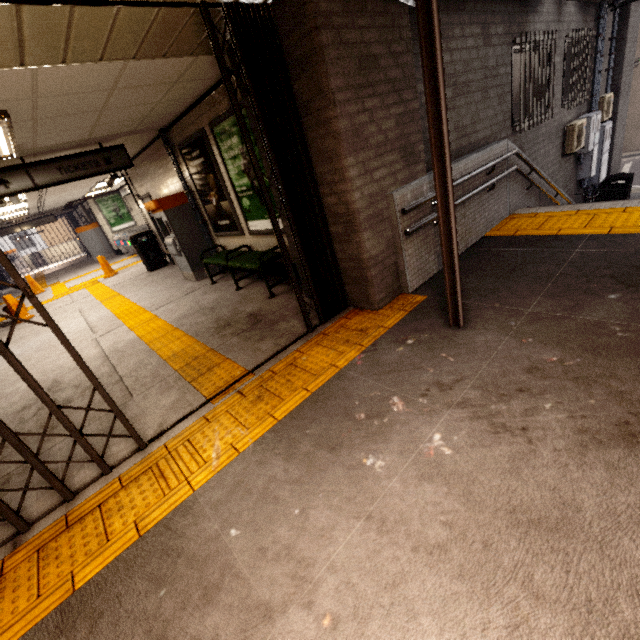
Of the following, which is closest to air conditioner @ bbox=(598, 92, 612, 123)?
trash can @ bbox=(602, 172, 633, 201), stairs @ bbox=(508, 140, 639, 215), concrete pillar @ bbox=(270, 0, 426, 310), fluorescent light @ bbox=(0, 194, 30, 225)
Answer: trash can @ bbox=(602, 172, 633, 201)

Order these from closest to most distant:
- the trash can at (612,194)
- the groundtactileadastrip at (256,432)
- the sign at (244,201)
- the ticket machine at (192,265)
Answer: the groundtactileadastrip at (256,432), the sign at (244,201), the ticket machine at (192,265), the trash can at (612,194)

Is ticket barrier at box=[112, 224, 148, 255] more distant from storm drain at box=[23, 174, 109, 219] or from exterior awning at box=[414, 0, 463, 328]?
exterior awning at box=[414, 0, 463, 328]

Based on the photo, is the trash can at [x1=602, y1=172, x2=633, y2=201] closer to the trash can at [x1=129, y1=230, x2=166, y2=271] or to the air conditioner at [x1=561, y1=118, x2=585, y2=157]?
the air conditioner at [x1=561, y1=118, x2=585, y2=157]

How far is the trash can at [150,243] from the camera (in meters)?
9.85

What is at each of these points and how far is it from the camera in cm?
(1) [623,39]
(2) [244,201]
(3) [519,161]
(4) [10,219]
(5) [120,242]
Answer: (1) concrete pillar, 817
(2) sign, 537
(3) stairs, 538
(4) fluorescent light, 1388
(5) ticket barrier, 1560

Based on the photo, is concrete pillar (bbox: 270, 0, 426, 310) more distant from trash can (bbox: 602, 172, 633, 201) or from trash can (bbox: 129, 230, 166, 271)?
trash can (bbox: 602, 172, 633, 201)

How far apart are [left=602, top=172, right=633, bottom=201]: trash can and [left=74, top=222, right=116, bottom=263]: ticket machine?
20.87m
